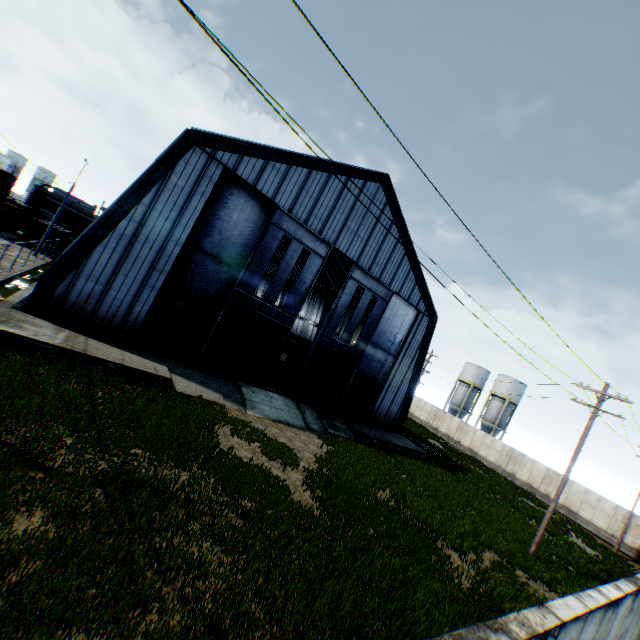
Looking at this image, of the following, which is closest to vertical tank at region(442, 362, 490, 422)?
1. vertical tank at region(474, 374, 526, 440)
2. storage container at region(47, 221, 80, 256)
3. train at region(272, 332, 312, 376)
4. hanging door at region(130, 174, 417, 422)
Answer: vertical tank at region(474, 374, 526, 440)

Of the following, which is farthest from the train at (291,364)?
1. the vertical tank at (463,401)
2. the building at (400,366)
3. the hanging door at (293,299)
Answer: the vertical tank at (463,401)

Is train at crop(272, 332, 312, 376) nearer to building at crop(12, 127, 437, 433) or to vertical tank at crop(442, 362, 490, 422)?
building at crop(12, 127, 437, 433)

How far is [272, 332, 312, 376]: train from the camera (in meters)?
30.42

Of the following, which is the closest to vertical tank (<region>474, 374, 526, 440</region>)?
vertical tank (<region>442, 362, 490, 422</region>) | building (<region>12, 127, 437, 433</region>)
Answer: vertical tank (<region>442, 362, 490, 422</region>)

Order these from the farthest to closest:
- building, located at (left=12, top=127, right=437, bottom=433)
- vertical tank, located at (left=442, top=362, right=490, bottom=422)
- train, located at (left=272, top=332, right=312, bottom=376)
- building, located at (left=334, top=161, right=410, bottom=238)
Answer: vertical tank, located at (left=442, top=362, right=490, bottom=422)
train, located at (left=272, top=332, right=312, bottom=376)
building, located at (left=334, top=161, right=410, bottom=238)
building, located at (left=12, top=127, right=437, bottom=433)

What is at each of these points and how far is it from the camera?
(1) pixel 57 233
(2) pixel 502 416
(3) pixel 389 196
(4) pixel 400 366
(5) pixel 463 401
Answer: (1) storage container, 33.7 meters
(2) vertical tank, 47.8 meters
(3) building, 23.2 meters
(4) building, 27.9 meters
(5) vertical tank, 52.1 meters

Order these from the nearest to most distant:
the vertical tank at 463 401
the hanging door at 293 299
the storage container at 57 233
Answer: the hanging door at 293 299 < the storage container at 57 233 < the vertical tank at 463 401
